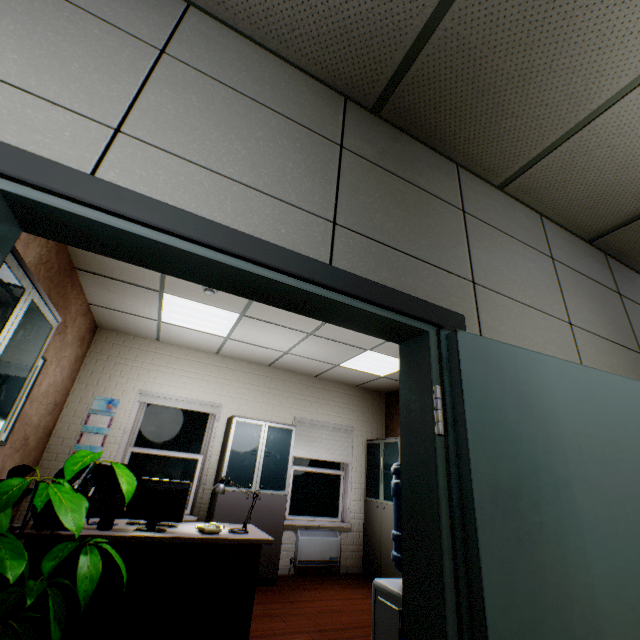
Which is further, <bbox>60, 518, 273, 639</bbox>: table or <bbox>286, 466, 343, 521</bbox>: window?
<bbox>286, 466, 343, 521</bbox>: window

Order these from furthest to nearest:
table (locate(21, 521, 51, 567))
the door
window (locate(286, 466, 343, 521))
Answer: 1. window (locate(286, 466, 343, 521))
2. table (locate(21, 521, 51, 567))
3. the door

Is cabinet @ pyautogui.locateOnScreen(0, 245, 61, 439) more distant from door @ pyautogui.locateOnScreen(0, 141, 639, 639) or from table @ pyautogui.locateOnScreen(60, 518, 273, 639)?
table @ pyautogui.locateOnScreen(60, 518, 273, 639)

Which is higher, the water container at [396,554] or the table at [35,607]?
the water container at [396,554]

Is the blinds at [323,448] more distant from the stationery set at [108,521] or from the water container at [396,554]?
the water container at [396,554]

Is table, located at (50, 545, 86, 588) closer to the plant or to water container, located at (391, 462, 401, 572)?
the plant

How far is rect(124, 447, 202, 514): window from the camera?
4.9 meters

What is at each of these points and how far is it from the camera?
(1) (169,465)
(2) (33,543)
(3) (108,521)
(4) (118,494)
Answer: (1) window, 5.1 meters
(2) table, 2.5 meters
(3) stationery set, 2.8 meters
(4) chair, 4.1 meters
